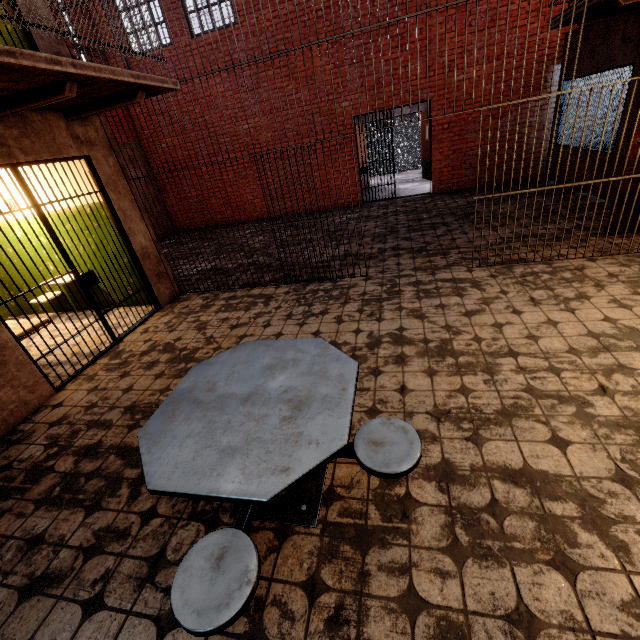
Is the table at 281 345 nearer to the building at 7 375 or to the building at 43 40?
the building at 7 375

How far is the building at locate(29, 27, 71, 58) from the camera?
3.82m

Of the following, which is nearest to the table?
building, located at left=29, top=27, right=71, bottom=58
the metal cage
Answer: building, located at left=29, top=27, right=71, bottom=58

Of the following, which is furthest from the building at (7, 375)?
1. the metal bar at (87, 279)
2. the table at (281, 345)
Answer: the table at (281, 345)

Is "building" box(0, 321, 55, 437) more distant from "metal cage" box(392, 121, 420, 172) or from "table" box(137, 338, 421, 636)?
"metal cage" box(392, 121, 420, 172)

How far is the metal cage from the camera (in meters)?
14.07

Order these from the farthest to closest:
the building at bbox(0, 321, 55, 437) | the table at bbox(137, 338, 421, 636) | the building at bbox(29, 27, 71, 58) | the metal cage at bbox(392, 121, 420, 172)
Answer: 1. the metal cage at bbox(392, 121, 420, 172)
2. the building at bbox(29, 27, 71, 58)
3. the building at bbox(0, 321, 55, 437)
4. the table at bbox(137, 338, 421, 636)

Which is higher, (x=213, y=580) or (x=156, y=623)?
(x=213, y=580)
